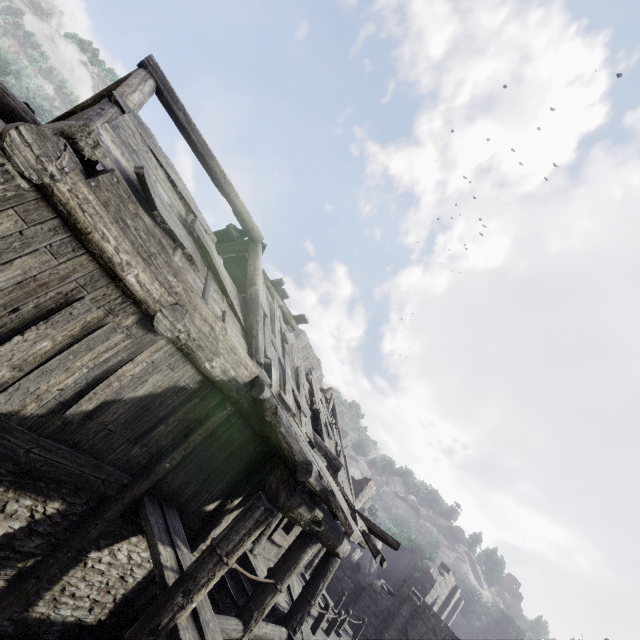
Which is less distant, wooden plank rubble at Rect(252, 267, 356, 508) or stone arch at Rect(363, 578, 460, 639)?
wooden plank rubble at Rect(252, 267, 356, 508)

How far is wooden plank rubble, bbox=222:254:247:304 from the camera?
11.8 meters

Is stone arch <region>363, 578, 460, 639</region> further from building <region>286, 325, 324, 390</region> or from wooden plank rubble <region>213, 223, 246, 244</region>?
wooden plank rubble <region>213, 223, 246, 244</region>

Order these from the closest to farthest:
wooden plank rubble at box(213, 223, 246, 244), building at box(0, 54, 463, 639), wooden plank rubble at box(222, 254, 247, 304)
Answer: building at box(0, 54, 463, 639) → wooden plank rubble at box(213, 223, 246, 244) → wooden plank rubble at box(222, 254, 247, 304)

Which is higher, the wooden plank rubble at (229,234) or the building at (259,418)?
the wooden plank rubble at (229,234)

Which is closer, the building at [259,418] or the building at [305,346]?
the building at [259,418]

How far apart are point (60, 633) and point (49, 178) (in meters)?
7.70

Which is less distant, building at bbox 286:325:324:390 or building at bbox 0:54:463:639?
building at bbox 0:54:463:639
